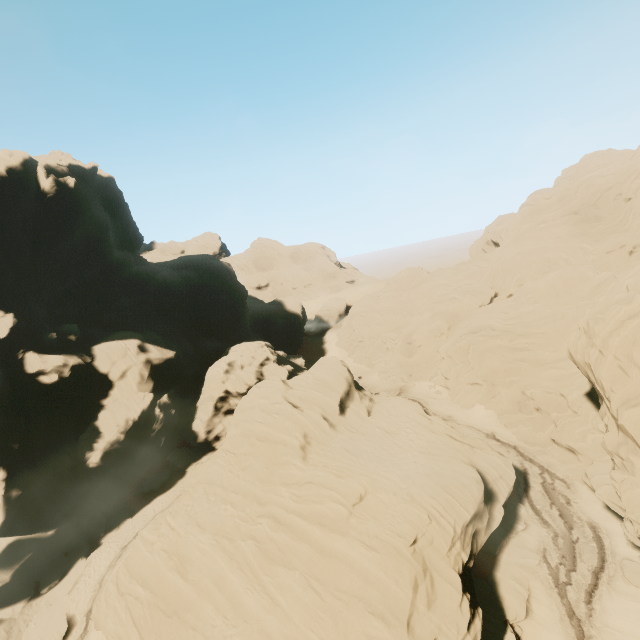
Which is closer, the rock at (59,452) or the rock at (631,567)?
the rock at (59,452)

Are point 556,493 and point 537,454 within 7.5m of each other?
yes

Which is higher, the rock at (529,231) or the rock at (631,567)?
the rock at (529,231)

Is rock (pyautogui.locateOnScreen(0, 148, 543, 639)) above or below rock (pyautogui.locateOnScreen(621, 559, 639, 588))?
above

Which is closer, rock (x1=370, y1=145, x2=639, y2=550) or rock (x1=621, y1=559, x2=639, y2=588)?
rock (x1=370, y1=145, x2=639, y2=550)
